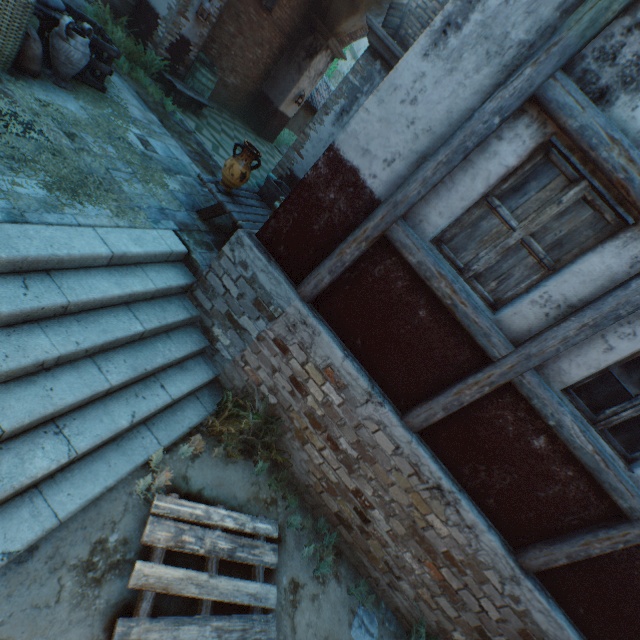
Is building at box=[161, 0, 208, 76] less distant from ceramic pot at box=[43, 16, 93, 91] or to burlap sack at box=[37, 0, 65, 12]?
burlap sack at box=[37, 0, 65, 12]

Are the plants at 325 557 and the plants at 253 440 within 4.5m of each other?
yes

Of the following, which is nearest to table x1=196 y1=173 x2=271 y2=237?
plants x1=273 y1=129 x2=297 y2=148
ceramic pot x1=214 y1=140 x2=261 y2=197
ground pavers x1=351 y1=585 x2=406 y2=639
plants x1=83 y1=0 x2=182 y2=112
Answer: ceramic pot x1=214 y1=140 x2=261 y2=197

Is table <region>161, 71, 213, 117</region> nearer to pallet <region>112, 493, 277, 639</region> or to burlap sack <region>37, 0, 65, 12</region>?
burlap sack <region>37, 0, 65, 12</region>

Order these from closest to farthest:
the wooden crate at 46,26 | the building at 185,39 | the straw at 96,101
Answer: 1. the straw at 96,101
2. the wooden crate at 46,26
3. the building at 185,39

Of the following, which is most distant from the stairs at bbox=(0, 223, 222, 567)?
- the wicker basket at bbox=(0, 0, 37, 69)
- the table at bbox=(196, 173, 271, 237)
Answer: the wicker basket at bbox=(0, 0, 37, 69)

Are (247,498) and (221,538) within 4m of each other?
yes

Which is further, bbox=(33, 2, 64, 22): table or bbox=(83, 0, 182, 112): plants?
bbox=(83, 0, 182, 112): plants
